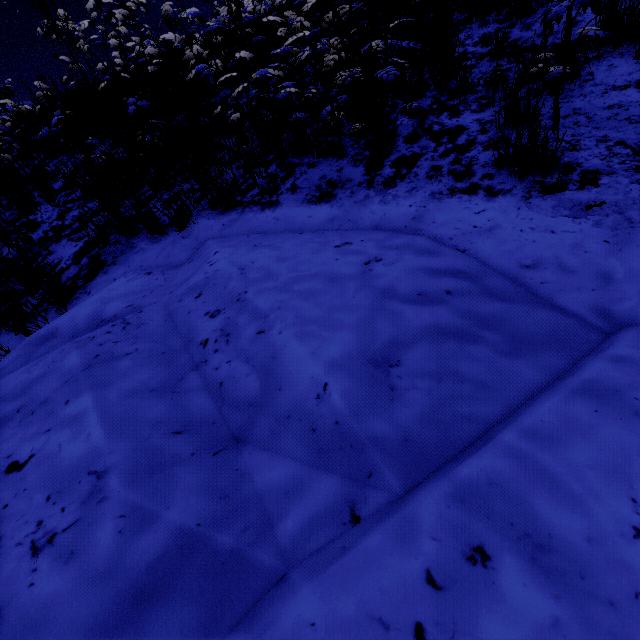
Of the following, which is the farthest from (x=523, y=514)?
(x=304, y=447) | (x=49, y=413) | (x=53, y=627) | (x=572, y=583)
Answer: (x=49, y=413)
